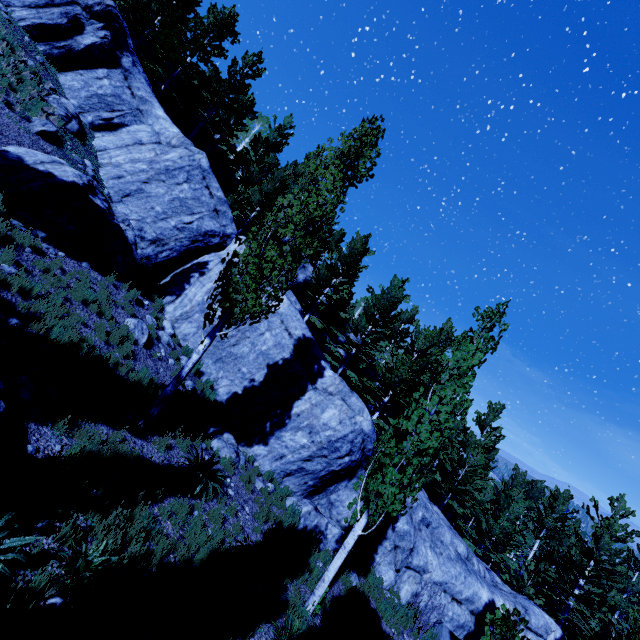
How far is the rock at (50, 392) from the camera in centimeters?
656cm

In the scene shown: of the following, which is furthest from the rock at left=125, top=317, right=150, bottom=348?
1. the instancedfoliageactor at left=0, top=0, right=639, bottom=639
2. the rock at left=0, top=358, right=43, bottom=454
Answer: the rock at left=0, top=358, right=43, bottom=454

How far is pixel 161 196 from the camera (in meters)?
14.83

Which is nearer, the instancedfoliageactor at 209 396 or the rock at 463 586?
the instancedfoliageactor at 209 396

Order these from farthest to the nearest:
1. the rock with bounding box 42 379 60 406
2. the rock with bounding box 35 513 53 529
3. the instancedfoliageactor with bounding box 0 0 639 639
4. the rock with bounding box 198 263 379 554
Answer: the rock with bounding box 198 263 379 554, the rock with bounding box 42 379 60 406, the instancedfoliageactor with bounding box 0 0 639 639, the rock with bounding box 35 513 53 529

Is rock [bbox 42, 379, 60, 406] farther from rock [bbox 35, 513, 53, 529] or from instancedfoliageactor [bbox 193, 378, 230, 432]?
rock [bbox 35, 513, 53, 529]
